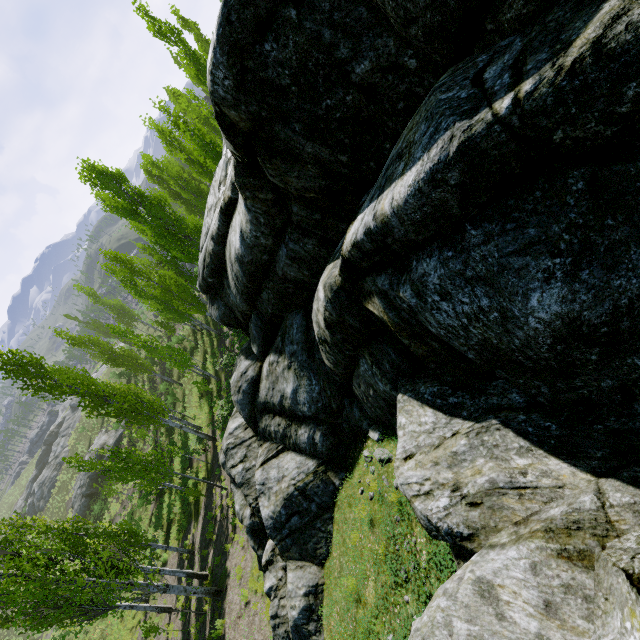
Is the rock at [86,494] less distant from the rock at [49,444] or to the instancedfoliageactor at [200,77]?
the instancedfoliageactor at [200,77]

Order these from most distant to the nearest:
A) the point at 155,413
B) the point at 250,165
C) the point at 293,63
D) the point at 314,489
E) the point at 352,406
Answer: → the point at 155,413 < the point at 314,489 < the point at 352,406 < the point at 250,165 < the point at 293,63

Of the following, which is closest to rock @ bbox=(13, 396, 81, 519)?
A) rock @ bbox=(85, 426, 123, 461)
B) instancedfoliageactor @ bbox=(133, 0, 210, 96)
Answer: instancedfoliageactor @ bbox=(133, 0, 210, 96)

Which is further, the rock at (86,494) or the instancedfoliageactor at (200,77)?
the rock at (86,494)

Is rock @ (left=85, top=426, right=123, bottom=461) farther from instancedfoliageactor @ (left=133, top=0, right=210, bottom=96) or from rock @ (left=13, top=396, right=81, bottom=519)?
rock @ (left=13, top=396, right=81, bottom=519)

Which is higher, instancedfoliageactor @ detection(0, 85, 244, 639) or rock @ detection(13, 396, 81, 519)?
instancedfoliageactor @ detection(0, 85, 244, 639)

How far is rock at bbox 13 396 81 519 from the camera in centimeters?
4978cm

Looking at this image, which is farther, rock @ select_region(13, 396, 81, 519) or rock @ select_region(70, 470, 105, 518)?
rock @ select_region(13, 396, 81, 519)
